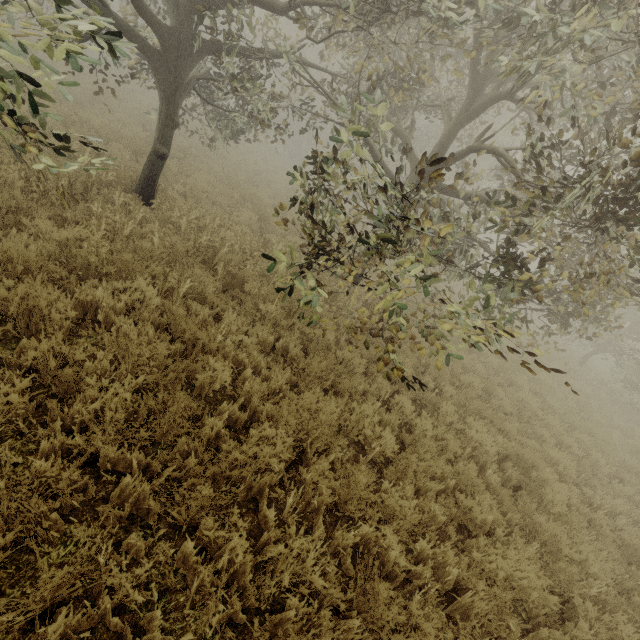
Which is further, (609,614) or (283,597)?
(609,614)
